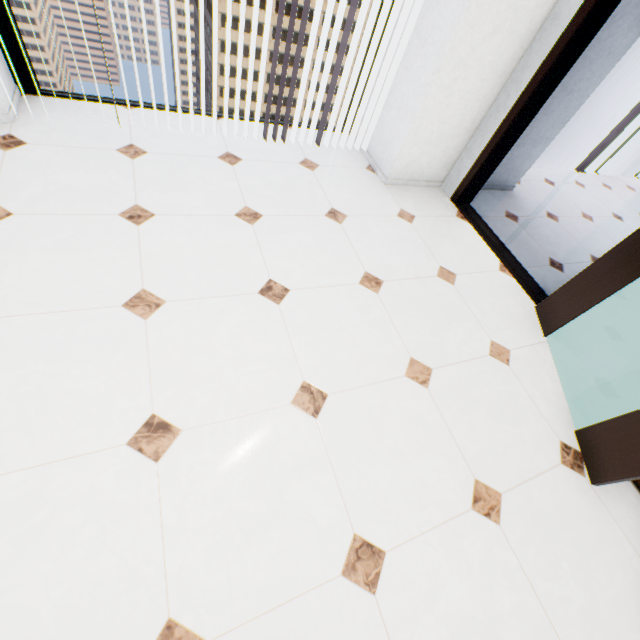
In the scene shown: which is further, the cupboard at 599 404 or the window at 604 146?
the window at 604 146

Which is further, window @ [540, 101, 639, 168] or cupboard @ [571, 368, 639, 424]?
window @ [540, 101, 639, 168]

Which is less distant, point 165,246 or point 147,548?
point 147,548

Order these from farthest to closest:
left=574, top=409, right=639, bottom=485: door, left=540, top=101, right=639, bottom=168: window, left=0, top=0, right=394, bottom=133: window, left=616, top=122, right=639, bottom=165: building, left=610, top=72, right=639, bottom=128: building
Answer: left=616, top=122, right=639, bottom=165: building
left=610, top=72, right=639, bottom=128: building
left=540, top=101, right=639, bottom=168: window
left=0, top=0, right=394, bottom=133: window
left=574, top=409, right=639, bottom=485: door

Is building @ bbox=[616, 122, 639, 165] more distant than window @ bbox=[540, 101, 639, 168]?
Yes

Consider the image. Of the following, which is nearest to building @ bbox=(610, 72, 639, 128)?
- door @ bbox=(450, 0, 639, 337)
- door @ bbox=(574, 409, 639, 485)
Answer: door @ bbox=(450, 0, 639, 337)

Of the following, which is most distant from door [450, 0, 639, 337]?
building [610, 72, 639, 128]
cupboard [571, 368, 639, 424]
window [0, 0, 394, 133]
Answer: building [610, 72, 639, 128]

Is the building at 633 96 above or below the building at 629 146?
above
